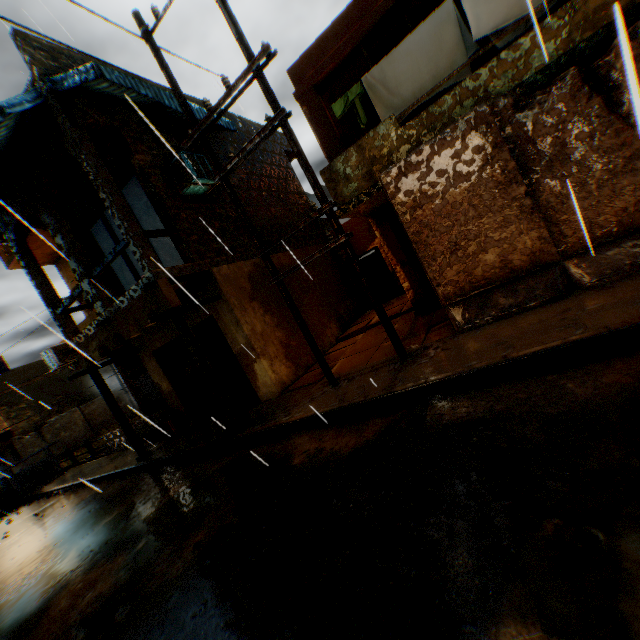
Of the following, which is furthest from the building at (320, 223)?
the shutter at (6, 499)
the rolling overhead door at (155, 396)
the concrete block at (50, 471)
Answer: the shutter at (6, 499)

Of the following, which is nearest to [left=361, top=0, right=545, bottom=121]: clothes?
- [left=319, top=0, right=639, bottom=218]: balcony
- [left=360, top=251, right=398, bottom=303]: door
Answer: [left=319, top=0, right=639, bottom=218]: balcony

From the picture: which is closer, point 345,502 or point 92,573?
point 345,502

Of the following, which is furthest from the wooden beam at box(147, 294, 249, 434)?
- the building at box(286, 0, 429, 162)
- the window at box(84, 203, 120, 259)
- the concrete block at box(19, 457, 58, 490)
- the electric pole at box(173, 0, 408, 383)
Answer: the concrete block at box(19, 457, 58, 490)

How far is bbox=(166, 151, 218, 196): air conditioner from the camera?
8.20m

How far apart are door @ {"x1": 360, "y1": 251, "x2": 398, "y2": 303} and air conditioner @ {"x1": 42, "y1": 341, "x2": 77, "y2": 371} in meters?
12.1 m

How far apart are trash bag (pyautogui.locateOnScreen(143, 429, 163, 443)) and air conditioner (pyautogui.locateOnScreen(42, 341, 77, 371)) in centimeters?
378cm

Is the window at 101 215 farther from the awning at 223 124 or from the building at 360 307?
the awning at 223 124
